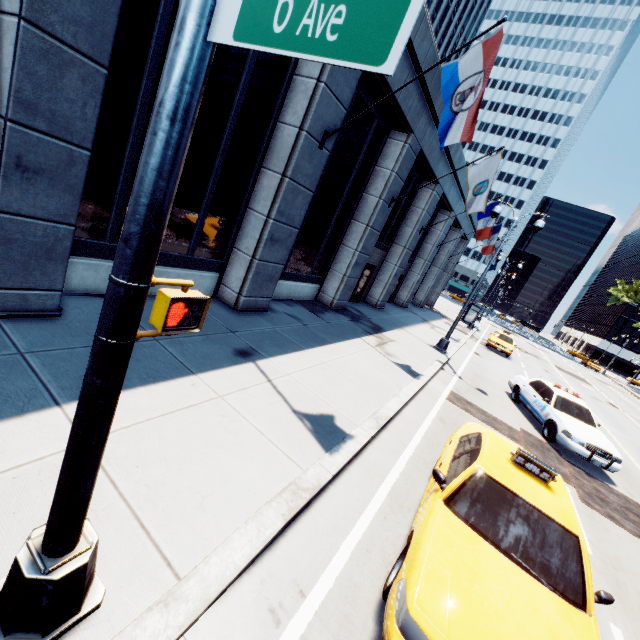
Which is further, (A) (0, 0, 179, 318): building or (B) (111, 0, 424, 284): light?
(A) (0, 0, 179, 318): building

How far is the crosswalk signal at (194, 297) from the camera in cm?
181

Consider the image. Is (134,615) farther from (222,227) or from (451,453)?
(222,227)

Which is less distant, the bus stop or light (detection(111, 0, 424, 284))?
light (detection(111, 0, 424, 284))

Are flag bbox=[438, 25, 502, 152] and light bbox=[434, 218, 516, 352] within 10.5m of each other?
yes

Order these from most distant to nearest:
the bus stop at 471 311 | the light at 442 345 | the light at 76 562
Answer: the bus stop at 471 311 < the light at 442 345 < the light at 76 562

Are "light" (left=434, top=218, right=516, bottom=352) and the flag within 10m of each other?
yes

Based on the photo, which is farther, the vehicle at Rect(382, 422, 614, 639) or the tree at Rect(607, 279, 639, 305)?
the tree at Rect(607, 279, 639, 305)
